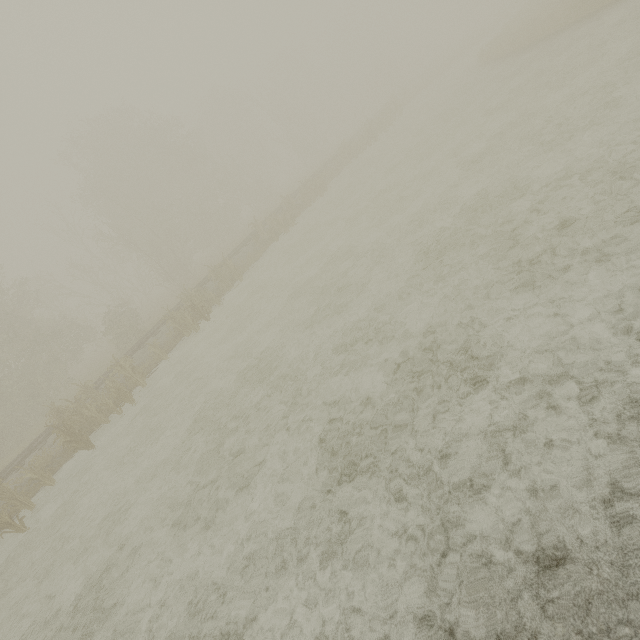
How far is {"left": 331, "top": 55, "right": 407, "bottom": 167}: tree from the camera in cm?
2816

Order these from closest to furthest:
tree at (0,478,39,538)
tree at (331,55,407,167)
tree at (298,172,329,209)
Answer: tree at (0,478,39,538)
tree at (298,172,329,209)
tree at (331,55,407,167)

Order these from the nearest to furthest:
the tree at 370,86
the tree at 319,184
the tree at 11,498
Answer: the tree at 11,498 < the tree at 319,184 < the tree at 370,86

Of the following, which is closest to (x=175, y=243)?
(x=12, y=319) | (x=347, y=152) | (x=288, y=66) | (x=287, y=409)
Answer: (x=12, y=319)

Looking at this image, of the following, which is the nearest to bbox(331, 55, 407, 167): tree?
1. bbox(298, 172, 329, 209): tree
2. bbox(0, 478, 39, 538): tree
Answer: bbox(298, 172, 329, 209): tree

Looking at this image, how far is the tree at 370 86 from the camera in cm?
2816

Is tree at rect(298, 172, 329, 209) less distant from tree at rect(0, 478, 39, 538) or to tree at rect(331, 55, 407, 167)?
tree at rect(0, 478, 39, 538)

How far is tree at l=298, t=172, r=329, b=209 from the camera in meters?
23.2
